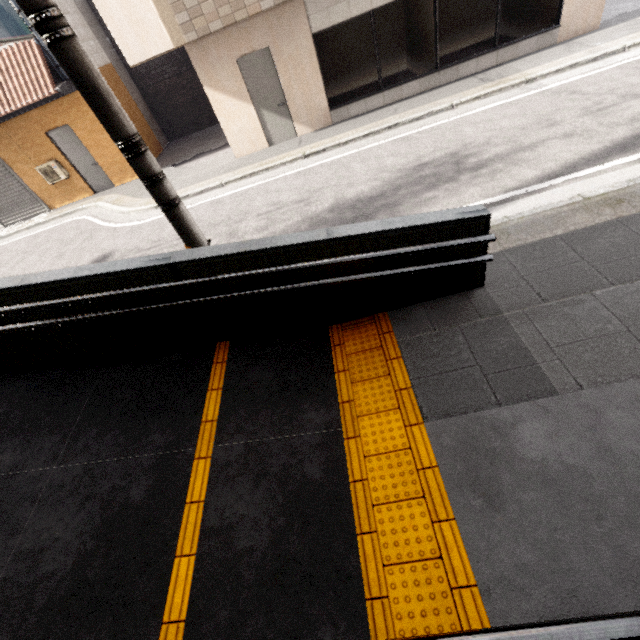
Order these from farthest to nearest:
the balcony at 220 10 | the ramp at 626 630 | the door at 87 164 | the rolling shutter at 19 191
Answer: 1. the rolling shutter at 19 191
2. the door at 87 164
3. the balcony at 220 10
4. the ramp at 626 630

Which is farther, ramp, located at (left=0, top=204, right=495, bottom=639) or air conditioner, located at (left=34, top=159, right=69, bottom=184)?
air conditioner, located at (left=34, top=159, right=69, bottom=184)

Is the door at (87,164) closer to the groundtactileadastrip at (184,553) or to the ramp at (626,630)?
the ramp at (626,630)

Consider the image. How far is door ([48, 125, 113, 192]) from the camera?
10.39m

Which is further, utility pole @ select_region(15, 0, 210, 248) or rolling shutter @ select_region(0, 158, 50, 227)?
rolling shutter @ select_region(0, 158, 50, 227)

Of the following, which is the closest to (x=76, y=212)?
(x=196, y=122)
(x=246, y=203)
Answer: (x=196, y=122)

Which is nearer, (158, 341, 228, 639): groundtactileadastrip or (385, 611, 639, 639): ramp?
(385, 611, 639, 639): ramp

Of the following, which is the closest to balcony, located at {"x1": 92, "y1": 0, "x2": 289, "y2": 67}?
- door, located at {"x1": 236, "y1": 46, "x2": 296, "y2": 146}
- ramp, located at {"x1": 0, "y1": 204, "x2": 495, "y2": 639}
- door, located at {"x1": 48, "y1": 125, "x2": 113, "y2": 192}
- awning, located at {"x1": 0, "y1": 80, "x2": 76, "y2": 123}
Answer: door, located at {"x1": 236, "y1": 46, "x2": 296, "y2": 146}
